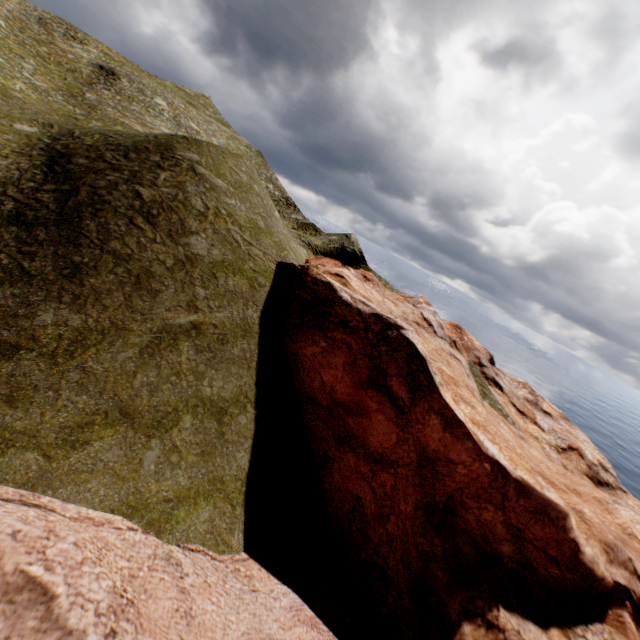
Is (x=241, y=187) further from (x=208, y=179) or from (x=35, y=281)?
(x=35, y=281)
